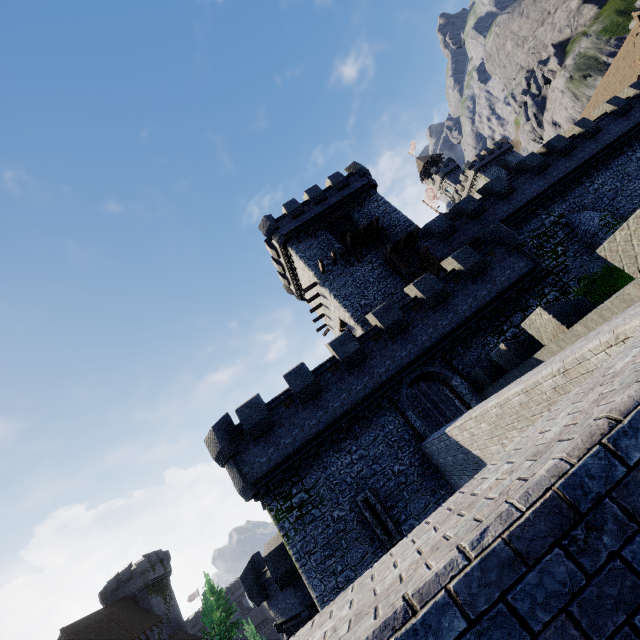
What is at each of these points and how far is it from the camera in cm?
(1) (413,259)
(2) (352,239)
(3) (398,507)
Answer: (1) building, 2584
(2) wooden platform, 2520
(3) building tower, 1464

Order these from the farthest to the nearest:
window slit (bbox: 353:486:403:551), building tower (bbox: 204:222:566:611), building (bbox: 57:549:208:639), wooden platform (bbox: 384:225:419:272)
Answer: building (bbox: 57:549:208:639) < wooden platform (bbox: 384:225:419:272) < building tower (bbox: 204:222:566:611) < window slit (bbox: 353:486:403:551)

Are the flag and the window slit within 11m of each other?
no

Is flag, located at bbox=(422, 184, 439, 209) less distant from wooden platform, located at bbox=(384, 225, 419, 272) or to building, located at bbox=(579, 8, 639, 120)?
wooden platform, located at bbox=(384, 225, 419, 272)

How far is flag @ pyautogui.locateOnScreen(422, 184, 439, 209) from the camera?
45.09m

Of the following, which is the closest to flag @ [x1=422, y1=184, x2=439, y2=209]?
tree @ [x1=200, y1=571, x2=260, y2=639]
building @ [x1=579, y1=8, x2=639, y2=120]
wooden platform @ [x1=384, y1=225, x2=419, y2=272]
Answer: wooden platform @ [x1=384, y1=225, x2=419, y2=272]

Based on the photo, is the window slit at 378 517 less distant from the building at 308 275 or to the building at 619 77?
the building at 308 275

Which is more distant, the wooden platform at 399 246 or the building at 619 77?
the building at 619 77
